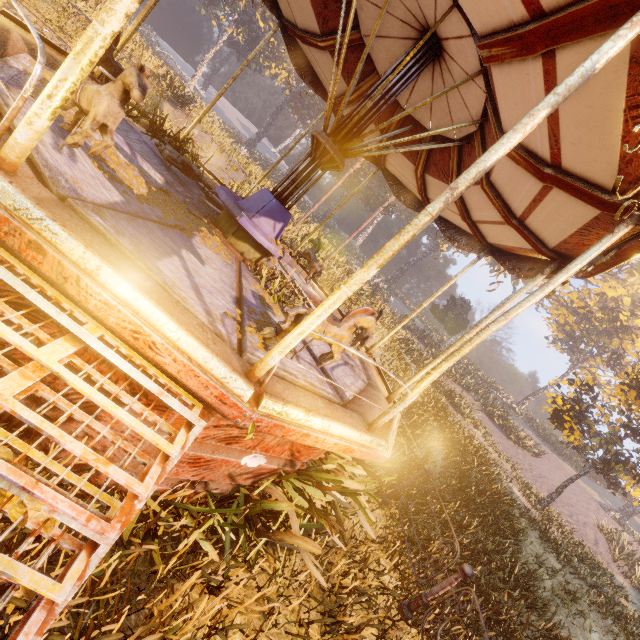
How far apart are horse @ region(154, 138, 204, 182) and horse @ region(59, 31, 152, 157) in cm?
213

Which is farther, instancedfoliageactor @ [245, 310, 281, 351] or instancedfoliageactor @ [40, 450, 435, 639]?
instancedfoliageactor @ [245, 310, 281, 351]

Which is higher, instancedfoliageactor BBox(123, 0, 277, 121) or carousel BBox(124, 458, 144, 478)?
instancedfoliageactor BBox(123, 0, 277, 121)

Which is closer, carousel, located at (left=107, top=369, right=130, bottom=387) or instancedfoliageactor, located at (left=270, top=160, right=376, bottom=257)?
carousel, located at (left=107, top=369, right=130, bottom=387)

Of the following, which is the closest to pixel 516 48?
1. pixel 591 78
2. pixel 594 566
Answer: pixel 591 78

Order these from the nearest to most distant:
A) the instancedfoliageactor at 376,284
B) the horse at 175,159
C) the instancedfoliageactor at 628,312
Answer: the horse at 175,159 → the instancedfoliageactor at 628,312 → the instancedfoliageactor at 376,284

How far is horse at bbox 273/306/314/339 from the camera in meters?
3.1

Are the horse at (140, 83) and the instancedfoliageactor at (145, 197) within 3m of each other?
yes
